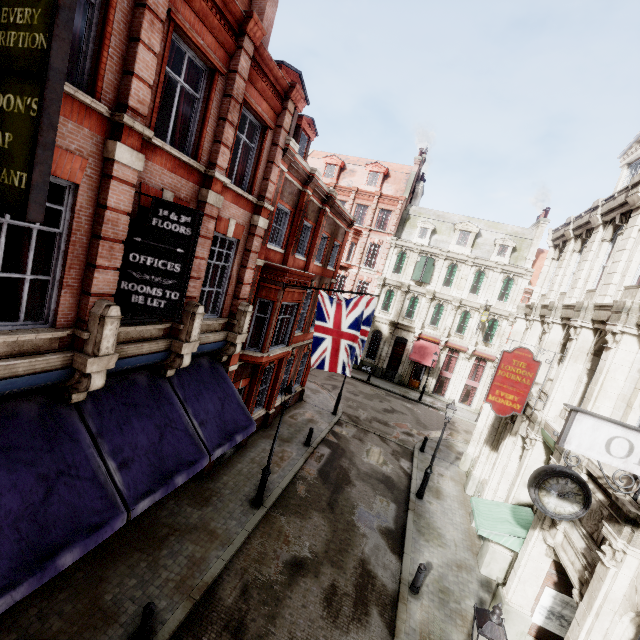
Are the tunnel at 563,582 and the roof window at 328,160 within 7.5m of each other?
no

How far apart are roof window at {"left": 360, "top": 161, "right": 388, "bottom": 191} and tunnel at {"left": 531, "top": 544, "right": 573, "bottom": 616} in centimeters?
3166cm

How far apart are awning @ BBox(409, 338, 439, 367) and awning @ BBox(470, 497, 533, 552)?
18.9 meters

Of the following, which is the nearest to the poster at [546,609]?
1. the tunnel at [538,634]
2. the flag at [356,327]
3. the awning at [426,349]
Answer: the tunnel at [538,634]

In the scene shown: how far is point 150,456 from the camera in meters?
7.5 m

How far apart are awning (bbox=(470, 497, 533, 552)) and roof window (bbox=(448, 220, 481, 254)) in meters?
25.1 m

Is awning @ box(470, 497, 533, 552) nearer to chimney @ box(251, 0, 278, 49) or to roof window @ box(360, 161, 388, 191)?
chimney @ box(251, 0, 278, 49)

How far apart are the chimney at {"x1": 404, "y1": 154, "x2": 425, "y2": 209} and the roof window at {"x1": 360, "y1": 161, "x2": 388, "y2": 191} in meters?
3.3
